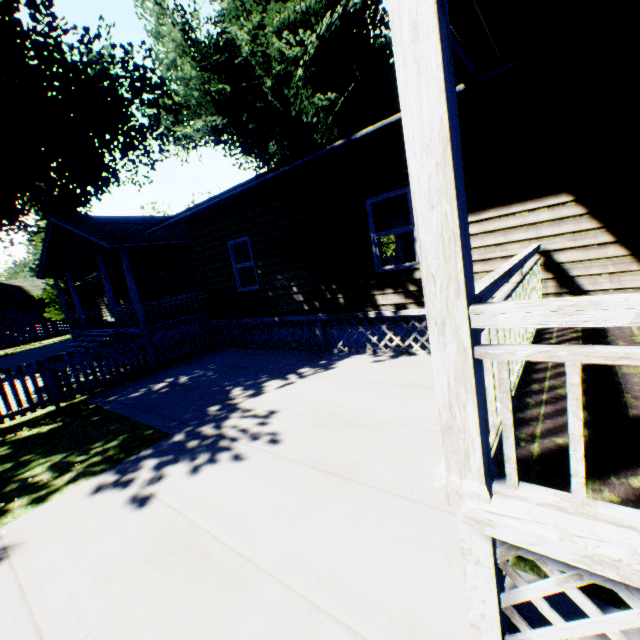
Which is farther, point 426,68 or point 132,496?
point 132,496

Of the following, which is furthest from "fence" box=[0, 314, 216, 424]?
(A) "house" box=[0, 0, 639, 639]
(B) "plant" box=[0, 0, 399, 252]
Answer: (B) "plant" box=[0, 0, 399, 252]

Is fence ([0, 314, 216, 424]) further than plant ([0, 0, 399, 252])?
No

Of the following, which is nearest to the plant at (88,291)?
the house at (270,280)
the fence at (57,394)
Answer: the house at (270,280)

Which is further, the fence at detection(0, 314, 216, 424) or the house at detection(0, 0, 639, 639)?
the fence at detection(0, 314, 216, 424)

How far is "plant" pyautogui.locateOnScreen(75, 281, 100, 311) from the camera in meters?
30.2 m

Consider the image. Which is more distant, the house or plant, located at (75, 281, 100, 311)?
plant, located at (75, 281, 100, 311)
